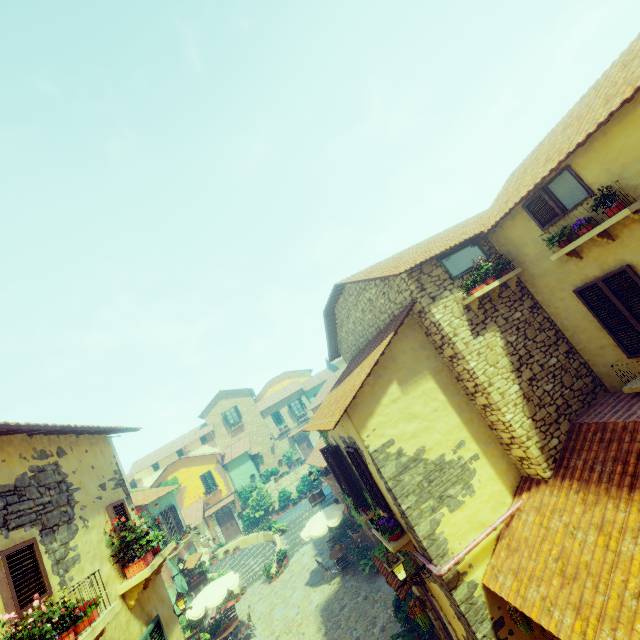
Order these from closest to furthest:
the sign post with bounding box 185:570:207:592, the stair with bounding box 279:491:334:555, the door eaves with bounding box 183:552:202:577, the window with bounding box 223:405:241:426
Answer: the sign post with bounding box 185:570:207:592 < the door eaves with bounding box 183:552:202:577 < the stair with bounding box 279:491:334:555 < the window with bounding box 223:405:241:426

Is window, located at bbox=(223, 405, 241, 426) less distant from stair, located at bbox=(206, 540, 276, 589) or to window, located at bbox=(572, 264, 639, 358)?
window, located at bbox=(572, 264, 639, 358)

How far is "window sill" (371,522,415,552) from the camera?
7.0 meters

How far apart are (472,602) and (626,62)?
10.3 meters

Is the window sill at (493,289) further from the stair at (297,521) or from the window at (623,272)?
the stair at (297,521)

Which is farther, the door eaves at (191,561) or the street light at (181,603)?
the door eaves at (191,561)

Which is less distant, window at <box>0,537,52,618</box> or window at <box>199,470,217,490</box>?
window at <box>0,537,52,618</box>

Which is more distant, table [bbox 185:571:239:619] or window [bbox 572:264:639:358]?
table [bbox 185:571:239:619]
